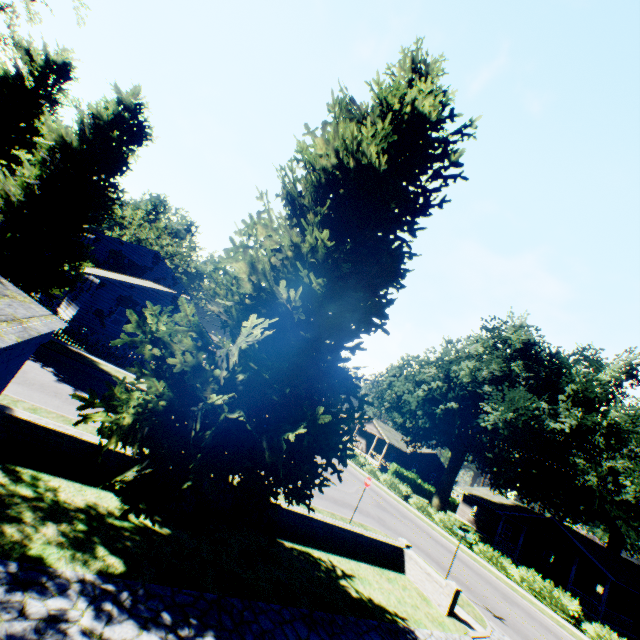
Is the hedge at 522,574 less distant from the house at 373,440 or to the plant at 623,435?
the plant at 623,435

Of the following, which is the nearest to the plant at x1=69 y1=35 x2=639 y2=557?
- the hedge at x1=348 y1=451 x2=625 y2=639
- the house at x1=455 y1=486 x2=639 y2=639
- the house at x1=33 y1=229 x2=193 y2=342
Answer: the house at x1=33 y1=229 x2=193 y2=342

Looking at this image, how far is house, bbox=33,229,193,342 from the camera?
23.62m

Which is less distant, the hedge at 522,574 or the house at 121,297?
the hedge at 522,574

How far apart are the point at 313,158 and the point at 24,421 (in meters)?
9.87

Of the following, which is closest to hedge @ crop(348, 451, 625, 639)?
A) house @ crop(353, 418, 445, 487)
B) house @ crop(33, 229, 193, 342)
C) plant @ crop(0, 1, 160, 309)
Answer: plant @ crop(0, 1, 160, 309)

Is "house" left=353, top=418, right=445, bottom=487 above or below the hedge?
above

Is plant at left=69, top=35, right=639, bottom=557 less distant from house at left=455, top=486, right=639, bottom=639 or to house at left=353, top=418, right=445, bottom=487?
house at left=353, top=418, right=445, bottom=487
